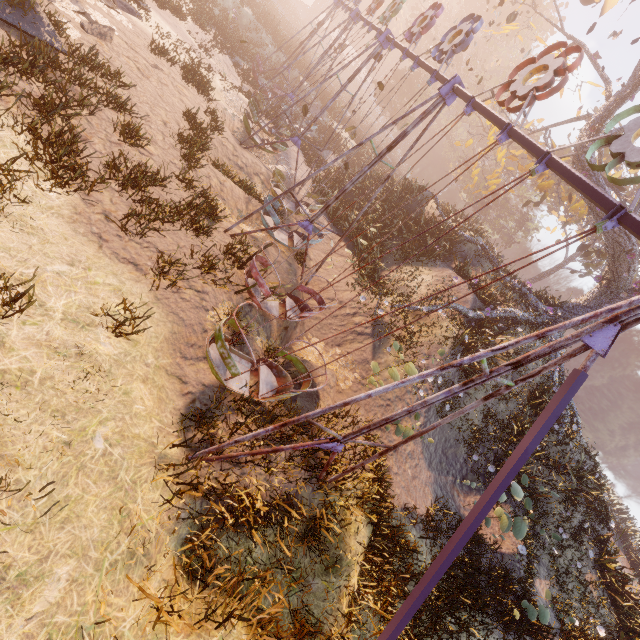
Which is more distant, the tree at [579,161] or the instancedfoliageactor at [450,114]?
the instancedfoliageactor at [450,114]

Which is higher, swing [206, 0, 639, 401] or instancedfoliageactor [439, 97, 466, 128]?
instancedfoliageactor [439, 97, 466, 128]

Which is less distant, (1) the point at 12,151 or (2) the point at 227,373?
(1) the point at 12,151

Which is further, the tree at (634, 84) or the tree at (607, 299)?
the tree at (607, 299)

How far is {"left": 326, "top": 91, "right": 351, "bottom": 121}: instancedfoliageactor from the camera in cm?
2616

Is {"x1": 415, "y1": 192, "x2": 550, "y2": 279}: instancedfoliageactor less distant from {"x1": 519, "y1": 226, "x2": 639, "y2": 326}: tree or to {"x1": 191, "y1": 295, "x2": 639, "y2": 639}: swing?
{"x1": 519, "y1": 226, "x2": 639, "y2": 326}: tree

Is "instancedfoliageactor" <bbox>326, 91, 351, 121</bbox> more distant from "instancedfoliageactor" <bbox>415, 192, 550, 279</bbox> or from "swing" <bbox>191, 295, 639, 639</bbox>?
"instancedfoliageactor" <bbox>415, 192, 550, 279</bbox>

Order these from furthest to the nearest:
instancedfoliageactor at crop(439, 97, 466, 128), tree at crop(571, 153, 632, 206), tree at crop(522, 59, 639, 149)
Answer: instancedfoliageactor at crop(439, 97, 466, 128) → tree at crop(571, 153, 632, 206) → tree at crop(522, 59, 639, 149)
